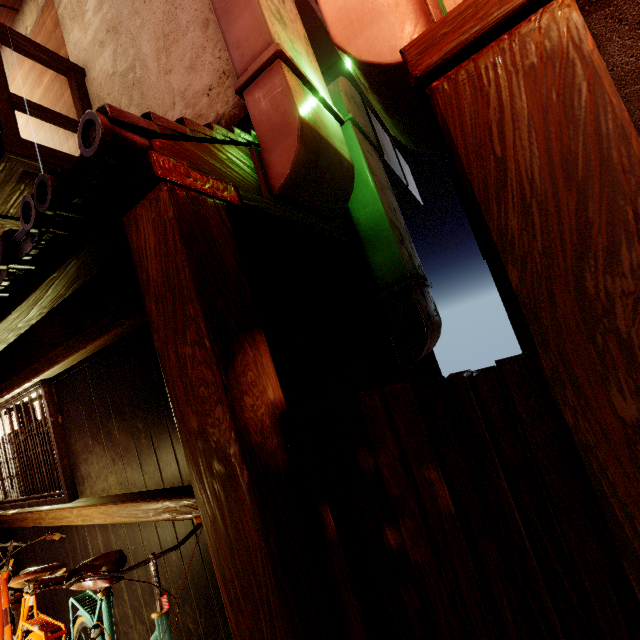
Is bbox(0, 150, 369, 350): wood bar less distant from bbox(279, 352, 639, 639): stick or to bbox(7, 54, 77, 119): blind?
bbox(279, 352, 639, 639): stick

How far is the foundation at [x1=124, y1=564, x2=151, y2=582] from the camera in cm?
432

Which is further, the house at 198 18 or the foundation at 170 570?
the house at 198 18

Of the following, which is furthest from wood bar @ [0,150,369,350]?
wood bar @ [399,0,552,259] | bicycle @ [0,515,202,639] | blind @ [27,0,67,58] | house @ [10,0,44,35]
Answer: blind @ [27,0,67,58]

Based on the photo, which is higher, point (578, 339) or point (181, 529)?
point (578, 339)

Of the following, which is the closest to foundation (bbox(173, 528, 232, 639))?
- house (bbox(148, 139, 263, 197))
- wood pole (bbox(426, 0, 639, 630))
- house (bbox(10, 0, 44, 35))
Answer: wood pole (bbox(426, 0, 639, 630))

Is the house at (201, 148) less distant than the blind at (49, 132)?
Yes

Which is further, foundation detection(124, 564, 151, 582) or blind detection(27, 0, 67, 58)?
blind detection(27, 0, 67, 58)
